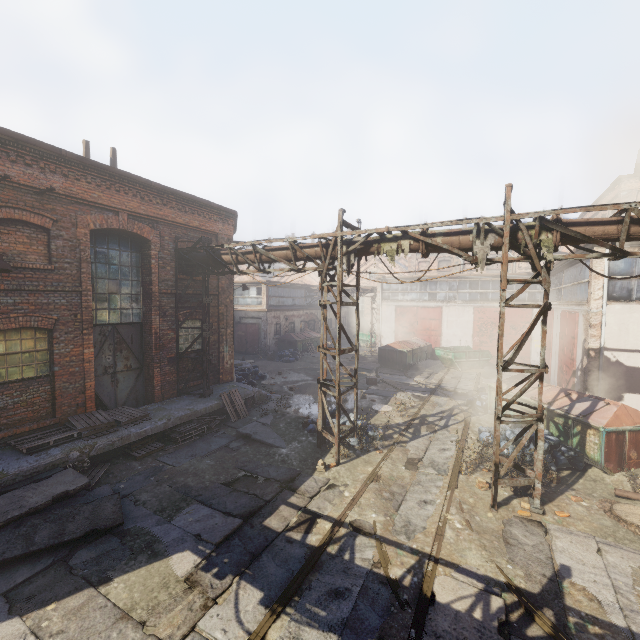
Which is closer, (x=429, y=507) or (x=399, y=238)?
(x=429, y=507)

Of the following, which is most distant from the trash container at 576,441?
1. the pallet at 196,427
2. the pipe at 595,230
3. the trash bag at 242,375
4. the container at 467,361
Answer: the trash bag at 242,375

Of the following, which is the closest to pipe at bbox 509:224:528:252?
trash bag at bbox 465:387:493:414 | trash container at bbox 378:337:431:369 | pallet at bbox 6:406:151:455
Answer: pallet at bbox 6:406:151:455

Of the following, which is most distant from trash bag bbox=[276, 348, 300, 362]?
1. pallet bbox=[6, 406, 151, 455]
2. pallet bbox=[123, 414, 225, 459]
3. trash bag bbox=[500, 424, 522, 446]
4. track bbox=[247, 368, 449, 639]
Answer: trash bag bbox=[500, 424, 522, 446]

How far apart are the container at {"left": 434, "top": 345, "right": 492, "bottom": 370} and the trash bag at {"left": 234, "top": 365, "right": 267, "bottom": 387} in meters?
12.6 m

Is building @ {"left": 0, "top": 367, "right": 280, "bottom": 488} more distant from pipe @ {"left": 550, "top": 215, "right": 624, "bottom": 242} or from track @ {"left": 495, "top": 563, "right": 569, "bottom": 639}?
track @ {"left": 495, "top": 563, "right": 569, "bottom": 639}

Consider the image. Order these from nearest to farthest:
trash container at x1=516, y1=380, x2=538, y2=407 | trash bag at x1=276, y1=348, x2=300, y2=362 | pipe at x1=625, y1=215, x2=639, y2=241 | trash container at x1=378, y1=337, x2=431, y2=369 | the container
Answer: pipe at x1=625, y1=215, x2=639, y2=241
trash container at x1=516, y1=380, x2=538, y2=407
the container
trash container at x1=378, y1=337, x2=431, y2=369
trash bag at x1=276, y1=348, x2=300, y2=362

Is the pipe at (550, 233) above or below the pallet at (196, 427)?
above
